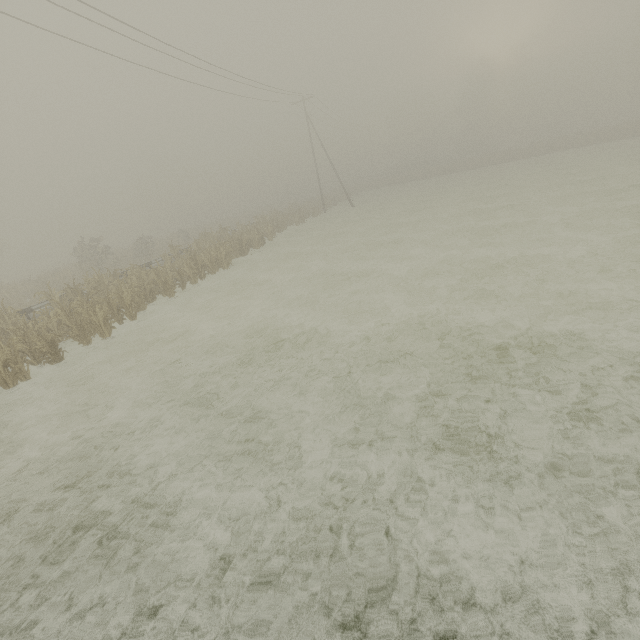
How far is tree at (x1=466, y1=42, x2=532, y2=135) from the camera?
55.25m

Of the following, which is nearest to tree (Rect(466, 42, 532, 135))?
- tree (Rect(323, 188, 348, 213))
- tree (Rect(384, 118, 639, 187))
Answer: tree (Rect(323, 188, 348, 213))

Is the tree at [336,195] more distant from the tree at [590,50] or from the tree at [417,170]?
the tree at [590,50]

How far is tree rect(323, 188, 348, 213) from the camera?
44.78m

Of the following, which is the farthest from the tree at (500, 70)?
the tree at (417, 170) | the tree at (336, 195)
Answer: the tree at (417, 170)

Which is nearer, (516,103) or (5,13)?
(5,13)

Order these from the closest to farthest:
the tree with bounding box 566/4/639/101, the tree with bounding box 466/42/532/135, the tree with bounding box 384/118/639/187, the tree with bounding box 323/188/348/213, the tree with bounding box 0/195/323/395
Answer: the tree with bounding box 0/195/323/395 < the tree with bounding box 384/118/639/187 < the tree with bounding box 323/188/348/213 < the tree with bounding box 566/4/639/101 < the tree with bounding box 466/42/532/135

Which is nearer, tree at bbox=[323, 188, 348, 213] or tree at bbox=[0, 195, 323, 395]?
tree at bbox=[0, 195, 323, 395]
